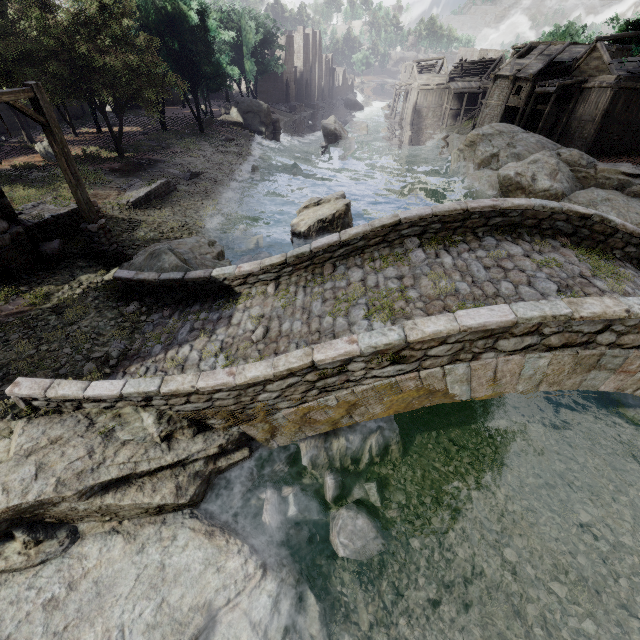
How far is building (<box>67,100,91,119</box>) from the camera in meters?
34.3

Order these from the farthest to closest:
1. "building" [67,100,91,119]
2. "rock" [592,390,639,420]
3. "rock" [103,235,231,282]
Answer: "building" [67,100,91,119] < "rock" [103,235,231,282] < "rock" [592,390,639,420]

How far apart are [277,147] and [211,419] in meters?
35.4 m

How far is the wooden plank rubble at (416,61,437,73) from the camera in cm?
5409

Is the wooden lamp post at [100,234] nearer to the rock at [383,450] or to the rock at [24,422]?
the rock at [383,450]

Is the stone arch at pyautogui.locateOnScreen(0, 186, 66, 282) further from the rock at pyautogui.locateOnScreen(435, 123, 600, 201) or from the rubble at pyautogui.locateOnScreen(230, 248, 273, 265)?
the rock at pyautogui.locateOnScreen(435, 123, 600, 201)

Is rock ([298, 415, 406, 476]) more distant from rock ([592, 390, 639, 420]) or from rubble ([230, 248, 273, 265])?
rock ([592, 390, 639, 420])

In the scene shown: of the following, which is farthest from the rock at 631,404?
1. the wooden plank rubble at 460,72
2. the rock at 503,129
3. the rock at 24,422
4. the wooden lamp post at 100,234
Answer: the wooden plank rubble at 460,72
